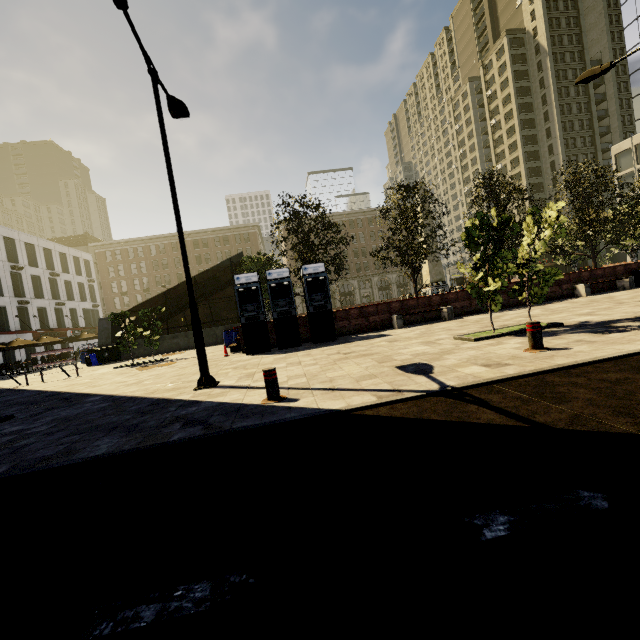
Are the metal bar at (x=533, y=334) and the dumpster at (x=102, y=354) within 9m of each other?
no

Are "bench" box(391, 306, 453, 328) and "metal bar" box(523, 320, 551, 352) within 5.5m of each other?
no

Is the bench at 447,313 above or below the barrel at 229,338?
below

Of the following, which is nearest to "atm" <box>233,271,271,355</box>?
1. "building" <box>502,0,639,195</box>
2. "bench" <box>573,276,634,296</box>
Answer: "bench" <box>573,276,634,296</box>

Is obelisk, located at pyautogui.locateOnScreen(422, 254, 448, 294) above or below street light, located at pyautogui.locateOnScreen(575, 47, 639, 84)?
below

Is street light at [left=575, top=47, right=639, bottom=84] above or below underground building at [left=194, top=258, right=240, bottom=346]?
above

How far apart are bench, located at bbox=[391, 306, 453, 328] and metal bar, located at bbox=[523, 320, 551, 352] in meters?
7.9 m

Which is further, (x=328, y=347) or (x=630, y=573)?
(x=328, y=347)
